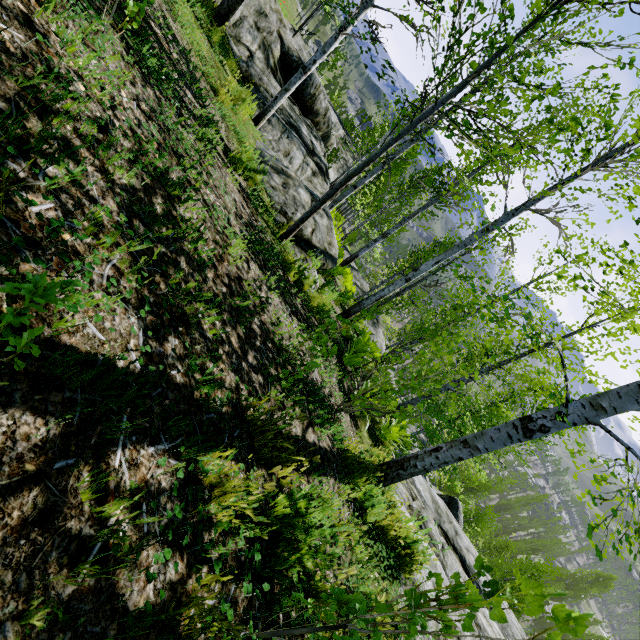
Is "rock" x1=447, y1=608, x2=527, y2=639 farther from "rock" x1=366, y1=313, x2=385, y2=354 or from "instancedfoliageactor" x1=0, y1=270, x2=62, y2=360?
"rock" x1=366, y1=313, x2=385, y2=354

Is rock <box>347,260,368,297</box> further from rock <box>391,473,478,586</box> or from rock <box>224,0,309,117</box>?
rock <box>224,0,309,117</box>

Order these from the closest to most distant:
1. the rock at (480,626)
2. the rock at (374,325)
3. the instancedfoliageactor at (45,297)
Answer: the instancedfoliageactor at (45,297) < the rock at (480,626) < the rock at (374,325)

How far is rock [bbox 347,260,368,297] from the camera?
22.05m

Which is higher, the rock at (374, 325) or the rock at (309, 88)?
the rock at (309, 88)

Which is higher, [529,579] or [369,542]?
[529,579]

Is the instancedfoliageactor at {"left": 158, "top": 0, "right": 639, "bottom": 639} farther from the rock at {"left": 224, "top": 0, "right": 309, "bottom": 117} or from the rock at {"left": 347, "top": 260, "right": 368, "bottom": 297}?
→ the rock at {"left": 347, "top": 260, "right": 368, "bottom": 297}

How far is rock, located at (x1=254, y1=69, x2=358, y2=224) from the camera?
6.2 meters
